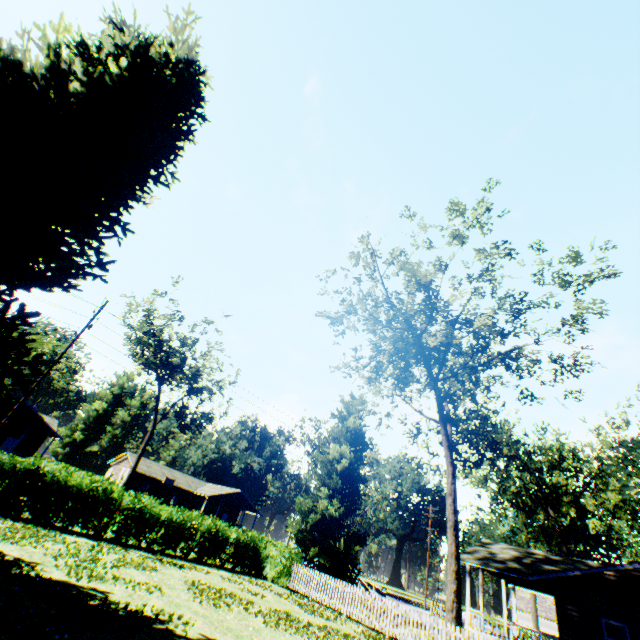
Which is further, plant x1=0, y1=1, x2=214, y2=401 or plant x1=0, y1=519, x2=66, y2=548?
plant x1=0, y1=519, x2=66, y2=548

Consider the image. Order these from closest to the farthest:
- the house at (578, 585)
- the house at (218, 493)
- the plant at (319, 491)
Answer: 1. the house at (578, 585)
2. the plant at (319, 491)
3. the house at (218, 493)

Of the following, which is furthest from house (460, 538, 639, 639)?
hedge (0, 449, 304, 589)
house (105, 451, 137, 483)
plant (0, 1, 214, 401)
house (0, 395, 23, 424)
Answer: house (0, 395, 23, 424)

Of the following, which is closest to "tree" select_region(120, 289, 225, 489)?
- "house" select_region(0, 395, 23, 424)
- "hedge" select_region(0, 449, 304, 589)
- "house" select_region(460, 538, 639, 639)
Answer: "house" select_region(0, 395, 23, 424)

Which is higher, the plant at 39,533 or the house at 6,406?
the house at 6,406

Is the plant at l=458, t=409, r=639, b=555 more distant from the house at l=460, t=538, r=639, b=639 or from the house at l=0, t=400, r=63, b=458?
the house at l=0, t=400, r=63, b=458

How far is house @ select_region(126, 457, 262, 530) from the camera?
46.87m

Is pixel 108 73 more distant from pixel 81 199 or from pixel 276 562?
pixel 276 562
